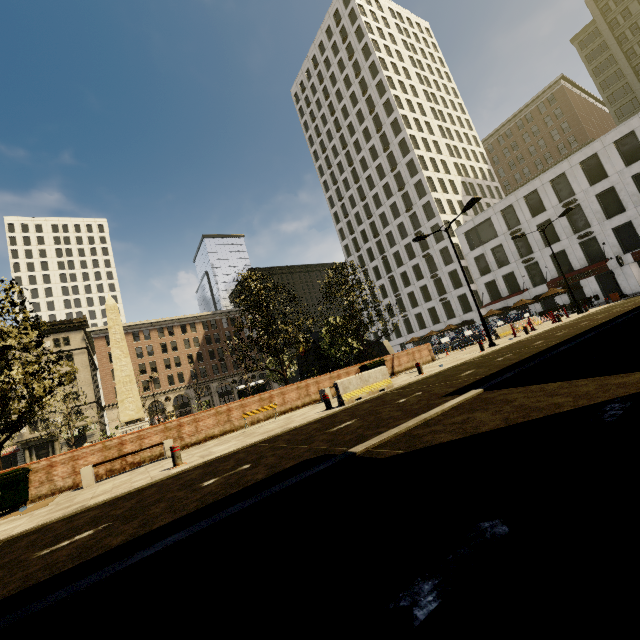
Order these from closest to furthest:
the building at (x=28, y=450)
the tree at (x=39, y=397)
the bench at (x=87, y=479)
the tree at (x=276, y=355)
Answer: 1. the bench at (x=87, y=479)
2. the tree at (x=39, y=397)
3. the tree at (x=276, y=355)
4. the building at (x=28, y=450)

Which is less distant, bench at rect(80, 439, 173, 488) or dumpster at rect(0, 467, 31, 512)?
dumpster at rect(0, 467, 31, 512)

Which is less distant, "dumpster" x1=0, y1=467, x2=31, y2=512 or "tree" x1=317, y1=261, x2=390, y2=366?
"dumpster" x1=0, y1=467, x2=31, y2=512

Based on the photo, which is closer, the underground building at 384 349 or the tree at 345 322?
the tree at 345 322

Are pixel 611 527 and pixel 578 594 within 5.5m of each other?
yes

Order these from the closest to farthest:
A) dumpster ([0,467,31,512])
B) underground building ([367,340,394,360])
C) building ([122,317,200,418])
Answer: dumpster ([0,467,31,512]) → underground building ([367,340,394,360]) → building ([122,317,200,418])

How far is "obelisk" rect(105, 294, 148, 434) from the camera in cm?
2323

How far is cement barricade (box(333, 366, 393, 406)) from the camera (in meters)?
11.03
